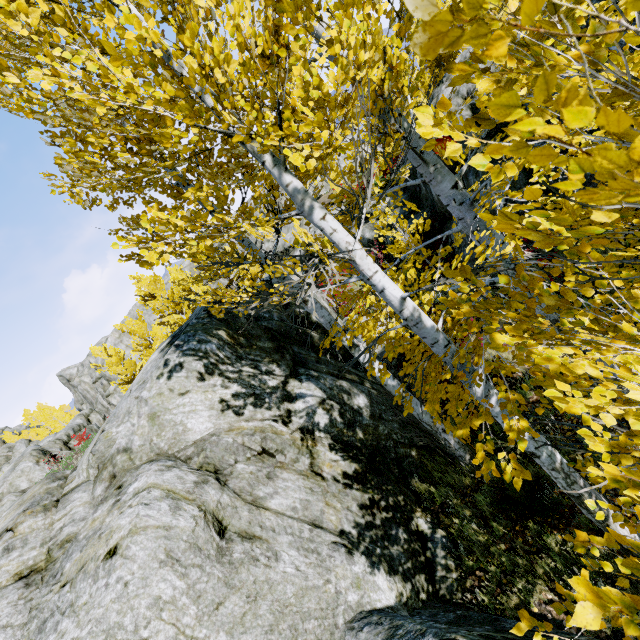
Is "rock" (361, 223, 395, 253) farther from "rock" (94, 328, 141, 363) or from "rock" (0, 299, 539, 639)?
"rock" (94, 328, 141, 363)

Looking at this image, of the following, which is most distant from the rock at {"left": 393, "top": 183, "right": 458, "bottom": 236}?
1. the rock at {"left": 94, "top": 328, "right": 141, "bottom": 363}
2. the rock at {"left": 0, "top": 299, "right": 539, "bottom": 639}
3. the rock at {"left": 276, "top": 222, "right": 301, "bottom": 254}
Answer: the rock at {"left": 94, "top": 328, "right": 141, "bottom": 363}

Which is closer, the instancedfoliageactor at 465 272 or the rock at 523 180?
the instancedfoliageactor at 465 272

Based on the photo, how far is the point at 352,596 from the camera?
3.43m

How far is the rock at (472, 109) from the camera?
8.5m

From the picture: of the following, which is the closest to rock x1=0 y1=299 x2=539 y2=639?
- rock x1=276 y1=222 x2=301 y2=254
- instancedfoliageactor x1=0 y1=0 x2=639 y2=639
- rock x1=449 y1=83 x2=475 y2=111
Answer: instancedfoliageactor x1=0 y1=0 x2=639 y2=639

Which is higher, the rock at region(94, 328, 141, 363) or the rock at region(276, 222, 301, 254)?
the rock at region(94, 328, 141, 363)

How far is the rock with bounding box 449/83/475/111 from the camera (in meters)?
8.57
